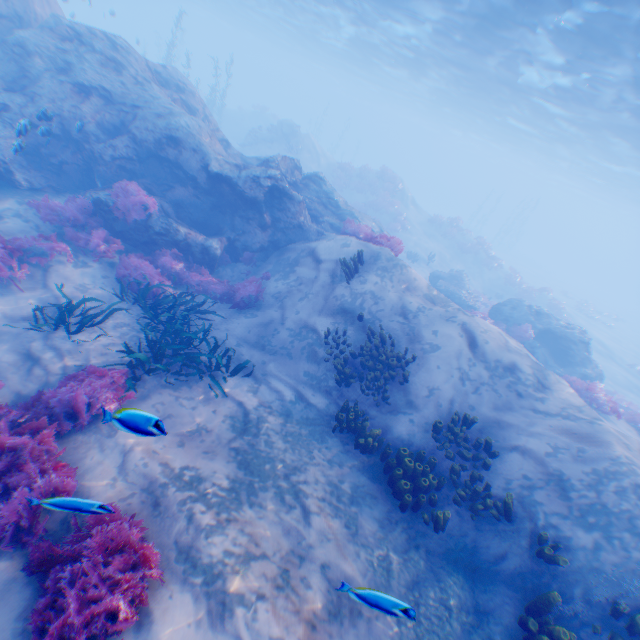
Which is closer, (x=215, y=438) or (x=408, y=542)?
(x=408, y=542)

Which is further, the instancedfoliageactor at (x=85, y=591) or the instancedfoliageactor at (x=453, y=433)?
the instancedfoliageactor at (x=453, y=433)

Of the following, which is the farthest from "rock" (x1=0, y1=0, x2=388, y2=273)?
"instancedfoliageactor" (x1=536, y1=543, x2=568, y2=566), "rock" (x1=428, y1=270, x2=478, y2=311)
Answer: "instancedfoliageactor" (x1=536, y1=543, x2=568, y2=566)

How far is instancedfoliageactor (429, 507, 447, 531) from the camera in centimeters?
575cm

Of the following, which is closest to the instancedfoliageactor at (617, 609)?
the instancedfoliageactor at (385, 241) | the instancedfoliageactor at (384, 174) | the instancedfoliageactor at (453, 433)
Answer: the instancedfoliageactor at (453, 433)

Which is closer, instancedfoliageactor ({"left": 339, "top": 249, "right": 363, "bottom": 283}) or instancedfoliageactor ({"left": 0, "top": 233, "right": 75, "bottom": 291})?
instancedfoliageactor ({"left": 0, "top": 233, "right": 75, "bottom": 291})

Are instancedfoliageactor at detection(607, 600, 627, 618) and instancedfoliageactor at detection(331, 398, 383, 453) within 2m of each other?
no

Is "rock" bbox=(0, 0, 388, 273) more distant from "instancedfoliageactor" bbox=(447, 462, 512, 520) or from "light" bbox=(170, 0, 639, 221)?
"instancedfoliageactor" bbox=(447, 462, 512, 520)
